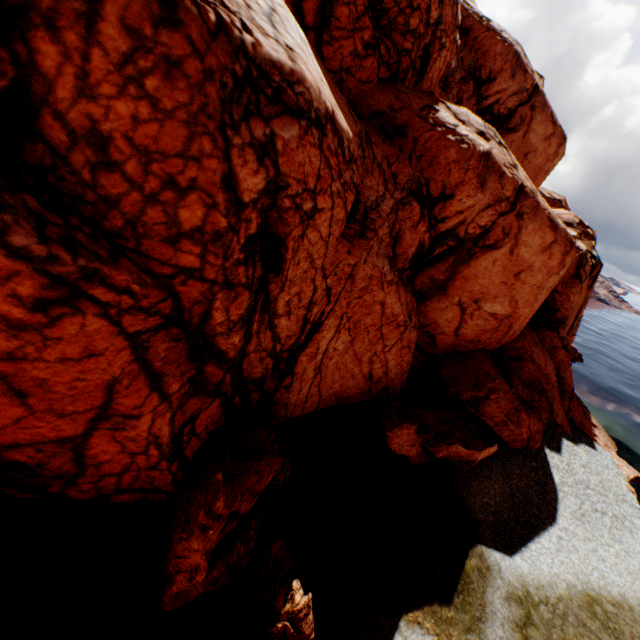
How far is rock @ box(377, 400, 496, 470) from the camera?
13.10m

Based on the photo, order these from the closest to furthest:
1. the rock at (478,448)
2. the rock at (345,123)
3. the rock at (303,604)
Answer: the rock at (345,123), the rock at (303,604), the rock at (478,448)

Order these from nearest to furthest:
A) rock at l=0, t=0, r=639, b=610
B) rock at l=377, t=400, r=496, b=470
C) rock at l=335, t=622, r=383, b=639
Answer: rock at l=0, t=0, r=639, b=610 < rock at l=335, t=622, r=383, b=639 < rock at l=377, t=400, r=496, b=470

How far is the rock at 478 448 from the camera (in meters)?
13.10

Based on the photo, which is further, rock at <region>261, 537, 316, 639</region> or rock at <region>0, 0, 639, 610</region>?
rock at <region>261, 537, 316, 639</region>

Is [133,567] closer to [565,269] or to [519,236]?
[519,236]
